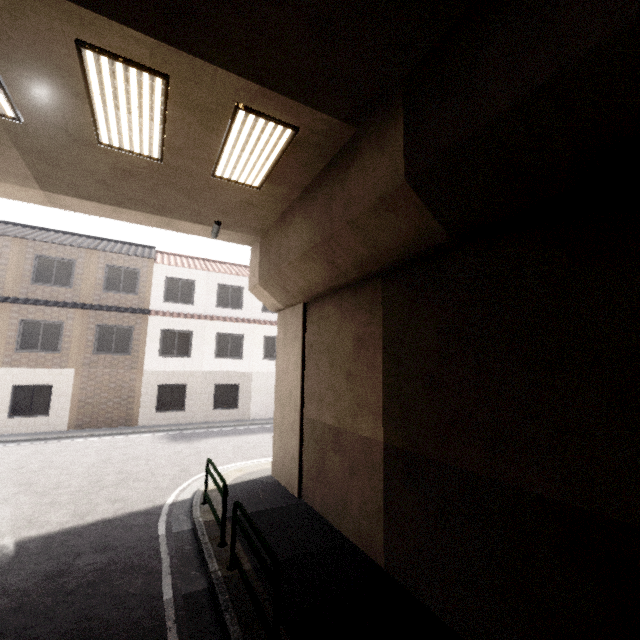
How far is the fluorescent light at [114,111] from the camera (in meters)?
3.98

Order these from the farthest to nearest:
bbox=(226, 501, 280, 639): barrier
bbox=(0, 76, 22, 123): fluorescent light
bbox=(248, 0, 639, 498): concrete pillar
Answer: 1. bbox=(0, 76, 22, 123): fluorescent light
2. bbox=(226, 501, 280, 639): barrier
3. bbox=(248, 0, 639, 498): concrete pillar

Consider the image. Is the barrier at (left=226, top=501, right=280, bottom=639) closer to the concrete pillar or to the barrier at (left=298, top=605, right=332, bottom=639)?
the barrier at (left=298, top=605, right=332, bottom=639)

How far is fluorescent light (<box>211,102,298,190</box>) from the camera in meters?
4.9

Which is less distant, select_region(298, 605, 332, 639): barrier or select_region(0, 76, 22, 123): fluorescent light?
select_region(298, 605, 332, 639): barrier

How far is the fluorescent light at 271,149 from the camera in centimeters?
486cm

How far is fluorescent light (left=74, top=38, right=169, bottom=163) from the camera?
3.98m

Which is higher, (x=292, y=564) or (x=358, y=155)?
(x=358, y=155)
